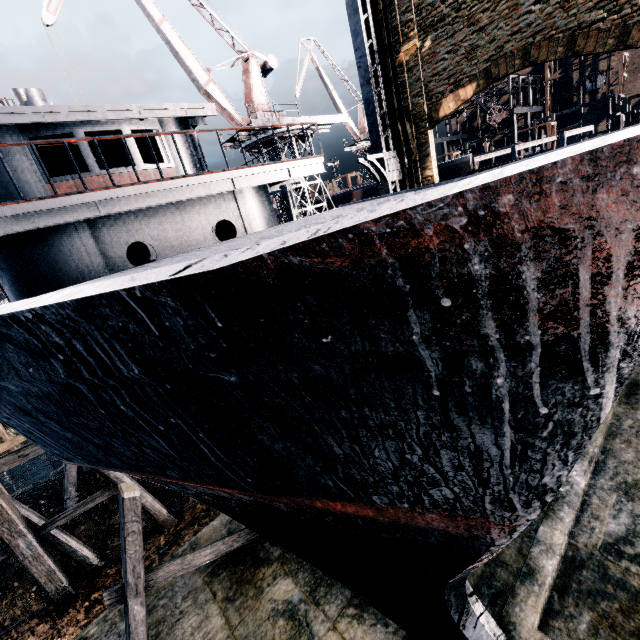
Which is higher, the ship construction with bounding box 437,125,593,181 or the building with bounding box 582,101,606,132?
the building with bounding box 582,101,606,132

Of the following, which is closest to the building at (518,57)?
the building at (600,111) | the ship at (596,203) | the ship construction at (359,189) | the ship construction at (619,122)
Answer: the ship at (596,203)

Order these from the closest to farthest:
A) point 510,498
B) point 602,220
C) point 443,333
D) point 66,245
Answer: point 602,220, point 443,333, point 510,498, point 66,245

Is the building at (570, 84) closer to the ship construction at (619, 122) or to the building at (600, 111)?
the building at (600, 111)

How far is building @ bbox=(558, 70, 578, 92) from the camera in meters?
51.2

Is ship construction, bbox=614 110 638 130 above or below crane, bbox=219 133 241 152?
below

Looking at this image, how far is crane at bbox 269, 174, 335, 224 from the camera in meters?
27.5

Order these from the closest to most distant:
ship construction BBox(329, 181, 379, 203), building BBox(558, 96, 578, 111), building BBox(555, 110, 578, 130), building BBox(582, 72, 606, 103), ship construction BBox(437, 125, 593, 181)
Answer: ship construction BBox(437, 125, 593, 181) < ship construction BBox(329, 181, 379, 203) < building BBox(582, 72, 606, 103) < building BBox(558, 96, 578, 111) < building BBox(555, 110, 578, 130)
